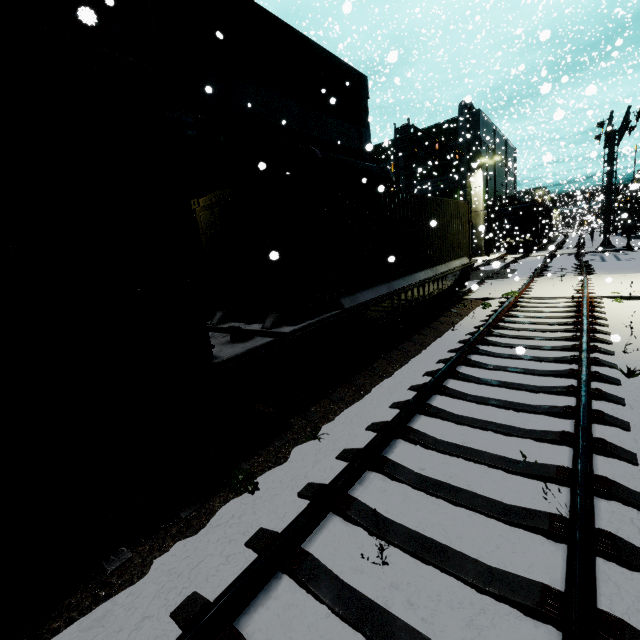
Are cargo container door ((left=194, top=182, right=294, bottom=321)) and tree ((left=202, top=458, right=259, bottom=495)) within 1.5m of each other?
no

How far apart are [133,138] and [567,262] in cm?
2698

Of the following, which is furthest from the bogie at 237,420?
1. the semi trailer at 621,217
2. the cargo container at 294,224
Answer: the semi trailer at 621,217

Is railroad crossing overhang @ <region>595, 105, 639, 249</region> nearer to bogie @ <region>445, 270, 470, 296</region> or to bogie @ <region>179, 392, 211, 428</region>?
bogie @ <region>445, 270, 470, 296</region>

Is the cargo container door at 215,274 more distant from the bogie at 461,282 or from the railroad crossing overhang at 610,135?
the railroad crossing overhang at 610,135

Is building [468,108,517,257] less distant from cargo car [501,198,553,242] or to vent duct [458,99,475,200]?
vent duct [458,99,475,200]

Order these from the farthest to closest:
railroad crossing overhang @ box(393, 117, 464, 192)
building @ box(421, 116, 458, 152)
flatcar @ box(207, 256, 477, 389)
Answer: building @ box(421, 116, 458, 152), railroad crossing overhang @ box(393, 117, 464, 192), flatcar @ box(207, 256, 477, 389)

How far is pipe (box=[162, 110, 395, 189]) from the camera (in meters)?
7.55
